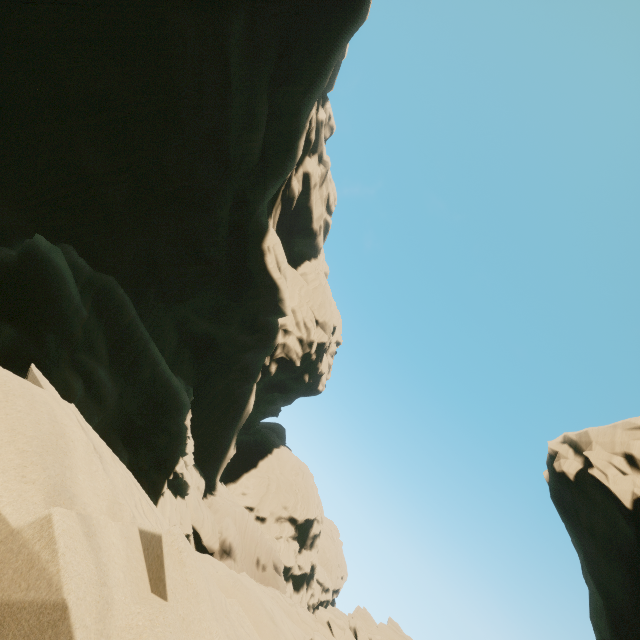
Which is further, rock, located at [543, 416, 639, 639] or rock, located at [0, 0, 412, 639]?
rock, located at [543, 416, 639, 639]

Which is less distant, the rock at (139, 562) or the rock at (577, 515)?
the rock at (139, 562)

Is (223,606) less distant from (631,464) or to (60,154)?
(60,154)
